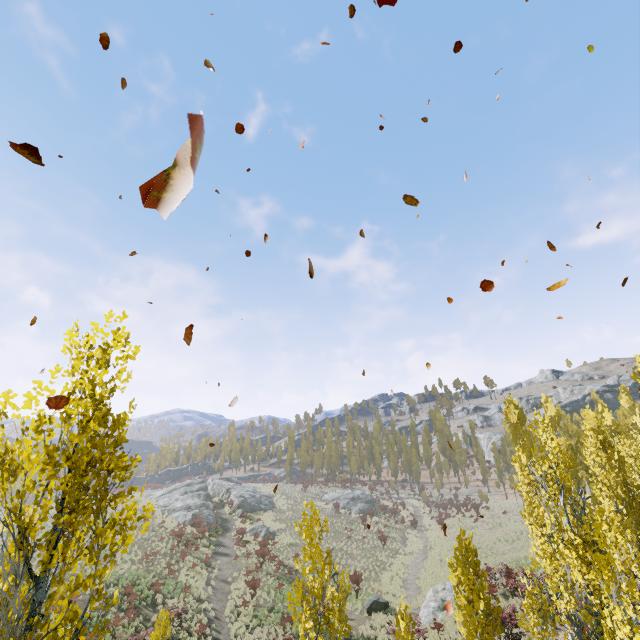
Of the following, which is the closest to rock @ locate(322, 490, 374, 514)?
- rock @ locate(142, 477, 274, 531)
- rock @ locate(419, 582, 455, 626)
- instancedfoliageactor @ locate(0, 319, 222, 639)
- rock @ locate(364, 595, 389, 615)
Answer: instancedfoliageactor @ locate(0, 319, 222, 639)

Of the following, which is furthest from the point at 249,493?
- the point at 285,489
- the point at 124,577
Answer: the point at 124,577

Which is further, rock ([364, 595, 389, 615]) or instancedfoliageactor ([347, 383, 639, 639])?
rock ([364, 595, 389, 615])

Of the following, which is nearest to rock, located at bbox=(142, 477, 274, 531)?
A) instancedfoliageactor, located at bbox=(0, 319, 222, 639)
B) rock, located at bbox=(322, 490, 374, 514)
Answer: rock, located at bbox=(322, 490, 374, 514)

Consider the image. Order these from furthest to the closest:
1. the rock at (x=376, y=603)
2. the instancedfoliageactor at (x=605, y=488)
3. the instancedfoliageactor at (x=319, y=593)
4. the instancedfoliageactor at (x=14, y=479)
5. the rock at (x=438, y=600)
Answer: the rock at (x=376, y=603)
the rock at (x=438, y=600)
the instancedfoliageactor at (x=605, y=488)
the instancedfoliageactor at (x=319, y=593)
the instancedfoliageactor at (x=14, y=479)

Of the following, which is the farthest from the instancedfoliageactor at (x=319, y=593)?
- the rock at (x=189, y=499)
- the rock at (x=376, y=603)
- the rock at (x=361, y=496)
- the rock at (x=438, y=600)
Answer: the rock at (x=189, y=499)

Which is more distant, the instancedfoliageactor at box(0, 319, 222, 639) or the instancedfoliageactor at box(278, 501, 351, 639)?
the instancedfoliageactor at box(278, 501, 351, 639)

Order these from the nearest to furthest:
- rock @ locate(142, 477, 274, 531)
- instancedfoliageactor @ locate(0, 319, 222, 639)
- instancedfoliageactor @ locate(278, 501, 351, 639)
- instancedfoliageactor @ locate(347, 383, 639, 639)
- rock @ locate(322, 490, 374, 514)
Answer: instancedfoliageactor @ locate(0, 319, 222, 639), instancedfoliageactor @ locate(278, 501, 351, 639), instancedfoliageactor @ locate(347, 383, 639, 639), rock @ locate(142, 477, 274, 531), rock @ locate(322, 490, 374, 514)
